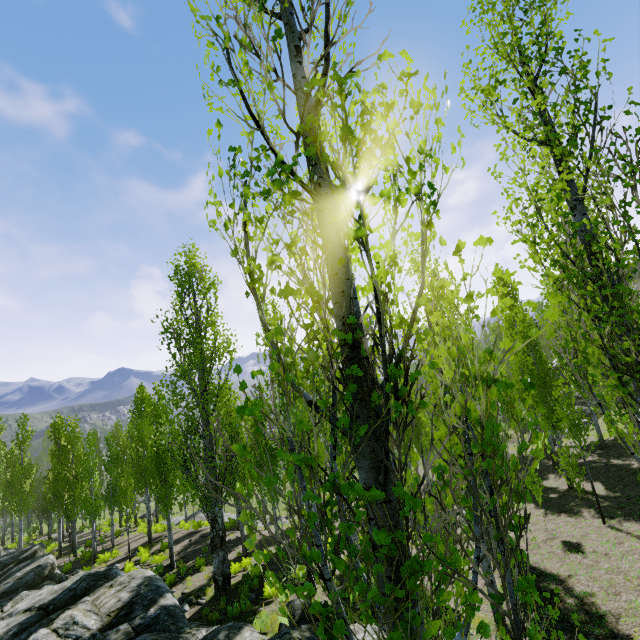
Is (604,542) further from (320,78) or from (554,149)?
(320,78)

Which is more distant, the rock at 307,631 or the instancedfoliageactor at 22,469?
the rock at 307,631

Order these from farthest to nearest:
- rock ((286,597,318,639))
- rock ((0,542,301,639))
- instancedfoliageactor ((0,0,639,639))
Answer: rock ((0,542,301,639))
rock ((286,597,318,639))
instancedfoliageactor ((0,0,639,639))

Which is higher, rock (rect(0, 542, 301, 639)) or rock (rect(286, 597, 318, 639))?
rock (rect(286, 597, 318, 639))

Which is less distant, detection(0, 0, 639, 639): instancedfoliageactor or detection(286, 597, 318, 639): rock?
detection(0, 0, 639, 639): instancedfoliageactor

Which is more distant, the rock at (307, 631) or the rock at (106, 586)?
the rock at (106, 586)

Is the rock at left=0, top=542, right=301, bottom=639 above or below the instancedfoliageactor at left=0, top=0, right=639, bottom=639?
below
